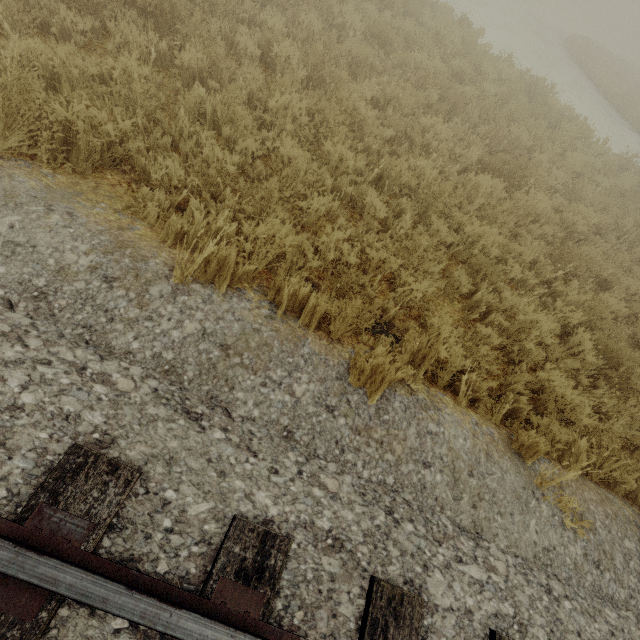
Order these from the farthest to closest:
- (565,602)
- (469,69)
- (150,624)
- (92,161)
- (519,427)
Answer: (469,69)
(519,427)
(92,161)
(565,602)
(150,624)
